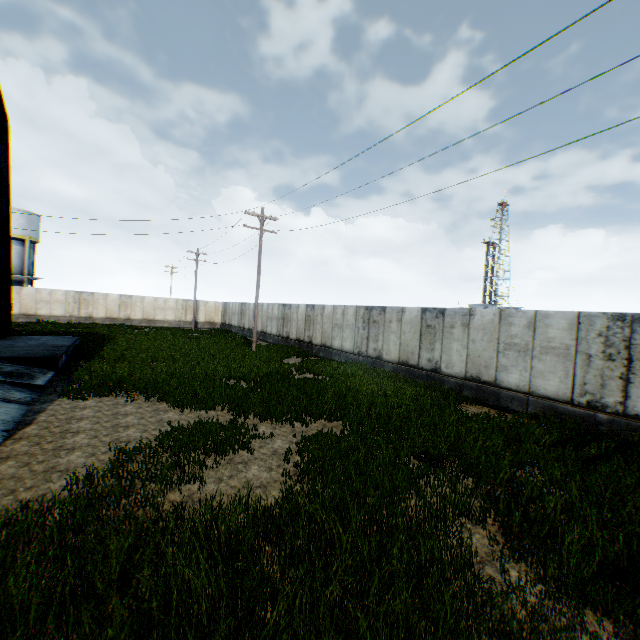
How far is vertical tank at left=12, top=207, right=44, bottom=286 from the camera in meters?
36.7

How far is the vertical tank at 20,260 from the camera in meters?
36.7 m

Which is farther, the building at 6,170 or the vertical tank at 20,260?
the vertical tank at 20,260

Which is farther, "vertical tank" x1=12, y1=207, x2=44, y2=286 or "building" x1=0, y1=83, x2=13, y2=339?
"vertical tank" x1=12, y1=207, x2=44, y2=286

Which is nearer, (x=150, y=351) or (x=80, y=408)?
(x=80, y=408)
